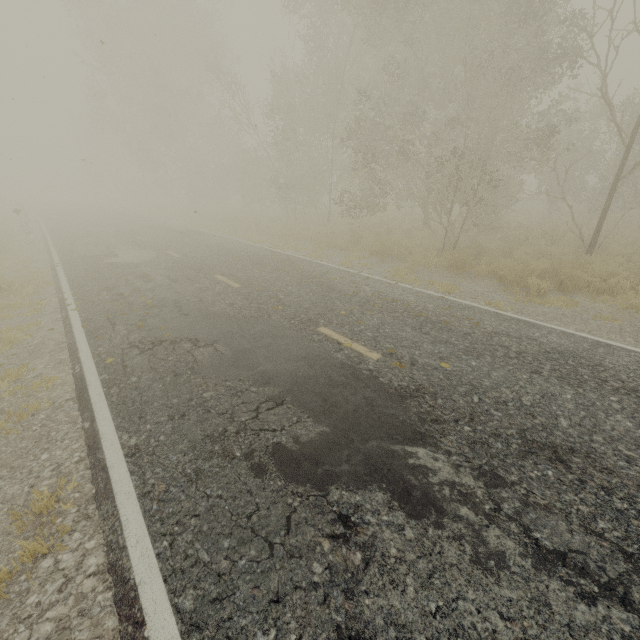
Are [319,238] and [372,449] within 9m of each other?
no
